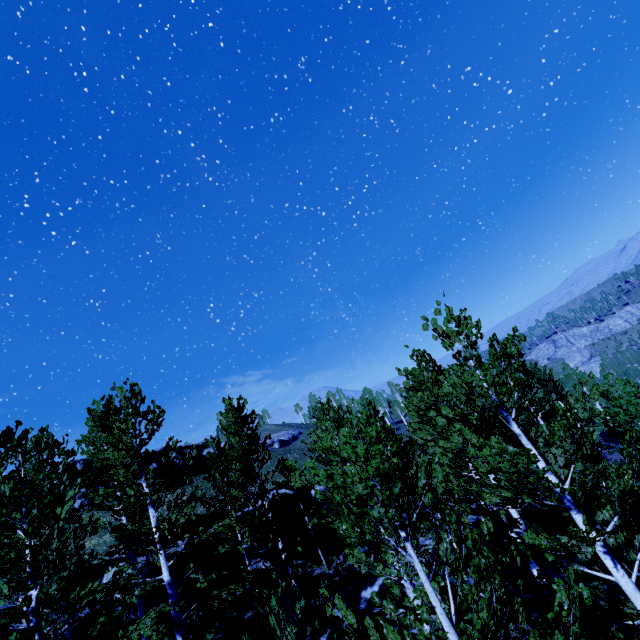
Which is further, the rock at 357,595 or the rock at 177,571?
the rock at 177,571

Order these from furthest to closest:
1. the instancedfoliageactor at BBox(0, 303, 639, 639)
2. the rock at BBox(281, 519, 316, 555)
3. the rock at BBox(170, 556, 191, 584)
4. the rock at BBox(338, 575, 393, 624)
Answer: the rock at BBox(281, 519, 316, 555), the rock at BBox(170, 556, 191, 584), the rock at BBox(338, 575, 393, 624), the instancedfoliageactor at BBox(0, 303, 639, 639)

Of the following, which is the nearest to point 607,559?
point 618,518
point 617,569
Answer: point 617,569

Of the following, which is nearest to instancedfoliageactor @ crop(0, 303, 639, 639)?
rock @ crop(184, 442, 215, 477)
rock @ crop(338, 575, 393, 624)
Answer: rock @ crop(338, 575, 393, 624)

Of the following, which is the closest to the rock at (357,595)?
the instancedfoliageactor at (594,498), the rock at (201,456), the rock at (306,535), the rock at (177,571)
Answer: the instancedfoliageactor at (594,498)

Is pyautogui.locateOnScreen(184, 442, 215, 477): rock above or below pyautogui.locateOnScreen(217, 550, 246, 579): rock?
above

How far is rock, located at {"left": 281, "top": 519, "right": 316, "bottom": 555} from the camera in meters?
19.1 m
